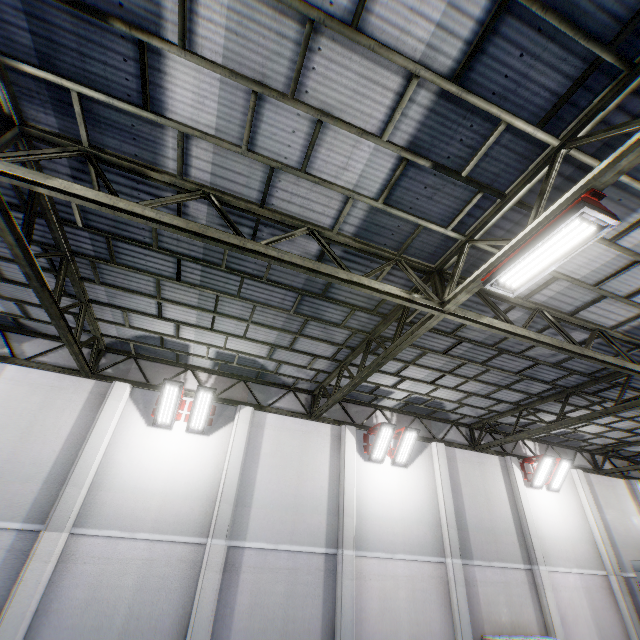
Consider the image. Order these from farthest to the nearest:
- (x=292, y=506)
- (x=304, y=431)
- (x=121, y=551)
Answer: (x=304, y=431) < (x=292, y=506) < (x=121, y=551)

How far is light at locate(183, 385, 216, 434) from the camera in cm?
1011

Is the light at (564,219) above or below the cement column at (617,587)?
above

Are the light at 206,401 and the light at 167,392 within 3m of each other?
yes

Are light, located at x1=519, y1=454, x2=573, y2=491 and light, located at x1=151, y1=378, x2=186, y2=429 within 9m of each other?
no

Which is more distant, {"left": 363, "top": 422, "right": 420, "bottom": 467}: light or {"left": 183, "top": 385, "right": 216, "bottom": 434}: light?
{"left": 363, "top": 422, "right": 420, "bottom": 467}: light

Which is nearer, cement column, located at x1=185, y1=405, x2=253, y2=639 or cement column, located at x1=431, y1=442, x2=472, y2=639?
cement column, located at x1=185, y1=405, x2=253, y2=639

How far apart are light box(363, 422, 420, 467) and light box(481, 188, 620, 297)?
7.7 meters
